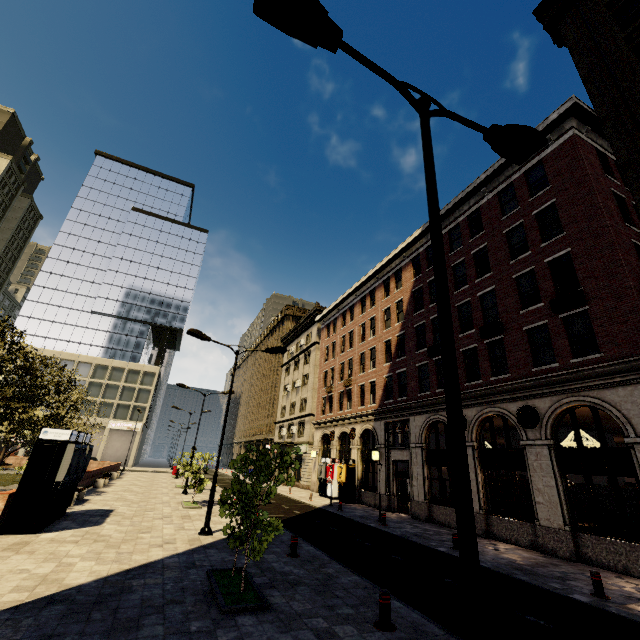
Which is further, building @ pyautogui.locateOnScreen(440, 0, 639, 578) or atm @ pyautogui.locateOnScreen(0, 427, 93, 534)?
building @ pyautogui.locateOnScreen(440, 0, 639, 578)

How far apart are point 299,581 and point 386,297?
23.6m

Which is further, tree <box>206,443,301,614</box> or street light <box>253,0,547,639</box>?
tree <box>206,443,301,614</box>

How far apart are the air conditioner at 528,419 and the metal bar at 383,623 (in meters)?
11.28

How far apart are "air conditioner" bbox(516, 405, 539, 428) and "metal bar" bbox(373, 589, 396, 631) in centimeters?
1128cm

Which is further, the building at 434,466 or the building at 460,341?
the building at 434,466

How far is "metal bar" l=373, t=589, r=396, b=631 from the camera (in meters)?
6.11

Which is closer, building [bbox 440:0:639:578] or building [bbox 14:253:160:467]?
building [bbox 440:0:639:578]
